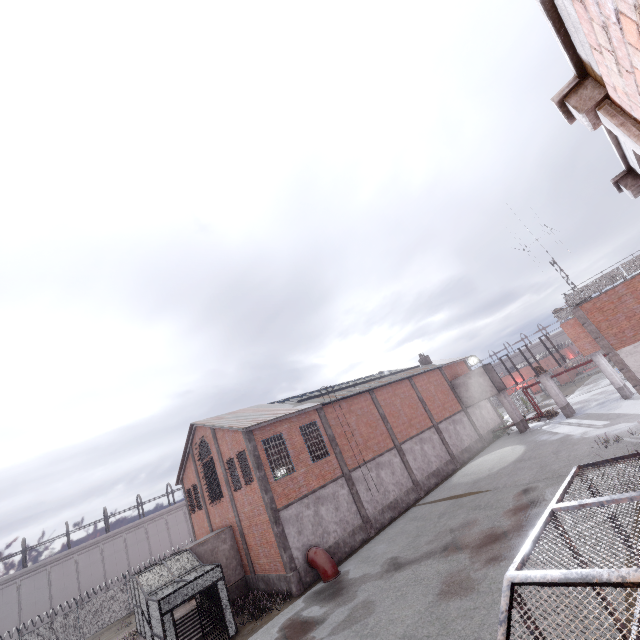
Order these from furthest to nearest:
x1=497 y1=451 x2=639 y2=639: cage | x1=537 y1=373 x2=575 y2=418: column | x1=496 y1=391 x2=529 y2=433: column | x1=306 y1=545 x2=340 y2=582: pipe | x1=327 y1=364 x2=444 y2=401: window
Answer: x1=496 y1=391 x2=529 y2=433: column
x1=537 y1=373 x2=575 y2=418: column
x1=327 y1=364 x2=444 y2=401: window
x1=306 y1=545 x2=340 y2=582: pipe
x1=497 y1=451 x2=639 y2=639: cage

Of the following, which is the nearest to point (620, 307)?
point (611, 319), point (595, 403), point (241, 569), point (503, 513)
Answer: point (611, 319)

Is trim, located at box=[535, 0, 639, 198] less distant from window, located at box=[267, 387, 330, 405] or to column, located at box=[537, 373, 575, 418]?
window, located at box=[267, 387, 330, 405]

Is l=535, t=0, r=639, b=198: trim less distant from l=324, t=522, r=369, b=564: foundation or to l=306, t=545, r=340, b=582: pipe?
l=306, t=545, r=340, b=582: pipe

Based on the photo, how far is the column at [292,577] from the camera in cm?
1709

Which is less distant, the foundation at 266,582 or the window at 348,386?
the foundation at 266,582

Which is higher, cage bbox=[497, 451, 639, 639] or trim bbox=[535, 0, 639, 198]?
trim bbox=[535, 0, 639, 198]

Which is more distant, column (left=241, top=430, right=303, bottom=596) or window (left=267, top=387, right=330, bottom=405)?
window (left=267, top=387, right=330, bottom=405)
